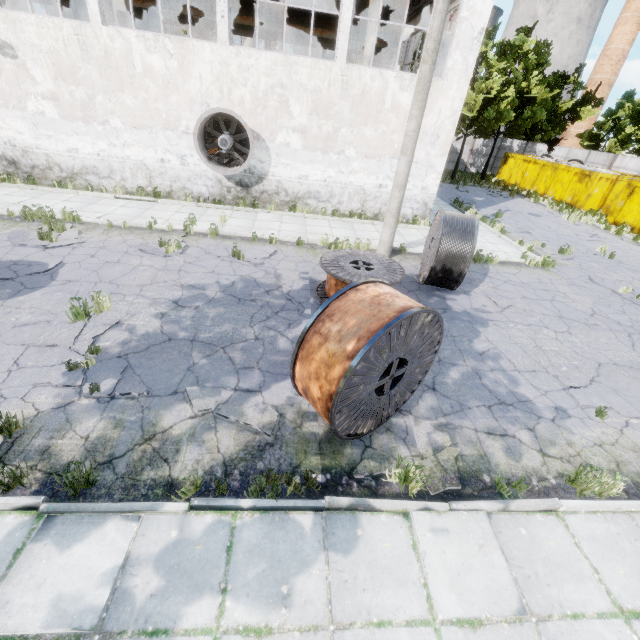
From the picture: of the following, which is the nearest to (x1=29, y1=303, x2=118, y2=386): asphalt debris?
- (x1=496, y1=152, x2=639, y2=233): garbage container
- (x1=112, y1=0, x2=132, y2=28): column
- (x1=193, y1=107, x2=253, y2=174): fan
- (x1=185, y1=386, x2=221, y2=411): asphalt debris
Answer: (x1=185, y1=386, x2=221, y2=411): asphalt debris

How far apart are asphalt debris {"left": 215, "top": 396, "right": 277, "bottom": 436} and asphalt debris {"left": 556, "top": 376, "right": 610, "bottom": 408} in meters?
5.5

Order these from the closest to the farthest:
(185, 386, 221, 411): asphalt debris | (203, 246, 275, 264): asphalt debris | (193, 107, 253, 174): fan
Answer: (185, 386, 221, 411): asphalt debris → (203, 246, 275, 264): asphalt debris → (193, 107, 253, 174): fan

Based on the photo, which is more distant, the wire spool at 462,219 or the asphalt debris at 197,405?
the wire spool at 462,219

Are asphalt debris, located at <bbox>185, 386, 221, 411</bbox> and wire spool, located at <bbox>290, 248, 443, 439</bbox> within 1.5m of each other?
yes

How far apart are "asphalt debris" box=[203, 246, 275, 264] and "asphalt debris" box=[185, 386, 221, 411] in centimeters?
477cm

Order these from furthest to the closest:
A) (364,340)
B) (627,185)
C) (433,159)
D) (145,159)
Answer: (627,185) < (433,159) < (145,159) < (364,340)

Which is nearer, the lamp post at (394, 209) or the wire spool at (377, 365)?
the wire spool at (377, 365)
